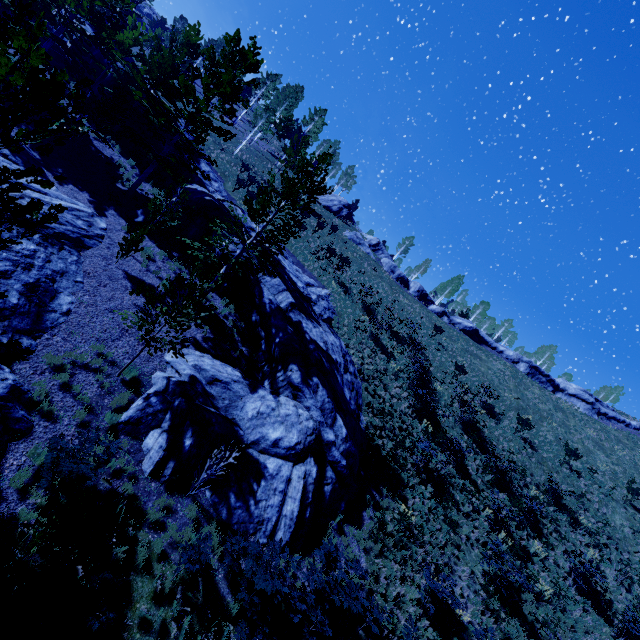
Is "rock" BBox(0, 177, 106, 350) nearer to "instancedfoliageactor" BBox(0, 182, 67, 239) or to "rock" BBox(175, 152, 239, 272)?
"instancedfoliageactor" BBox(0, 182, 67, 239)

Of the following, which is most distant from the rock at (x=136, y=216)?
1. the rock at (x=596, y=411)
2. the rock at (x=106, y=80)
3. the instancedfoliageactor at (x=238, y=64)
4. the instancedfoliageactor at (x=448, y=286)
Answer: the instancedfoliageactor at (x=448, y=286)

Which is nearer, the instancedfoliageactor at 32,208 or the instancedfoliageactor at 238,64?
the instancedfoliageactor at 238,64

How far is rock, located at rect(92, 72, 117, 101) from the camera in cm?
2292

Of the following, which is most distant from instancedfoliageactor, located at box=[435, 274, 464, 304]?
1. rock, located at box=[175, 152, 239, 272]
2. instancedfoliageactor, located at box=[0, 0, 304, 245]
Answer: instancedfoliageactor, located at box=[0, 0, 304, 245]

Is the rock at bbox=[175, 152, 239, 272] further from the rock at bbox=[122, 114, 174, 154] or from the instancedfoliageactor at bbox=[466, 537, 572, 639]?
Result: the instancedfoliageactor at bbox=[466, 537, 572, 639]

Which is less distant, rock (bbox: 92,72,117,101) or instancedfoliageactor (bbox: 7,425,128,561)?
instancedfoliageactor (bbox: 7,425,128,561)

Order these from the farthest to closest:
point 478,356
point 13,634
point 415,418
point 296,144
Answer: point 296,144, point 478,356, point 415,418, point 13,634
